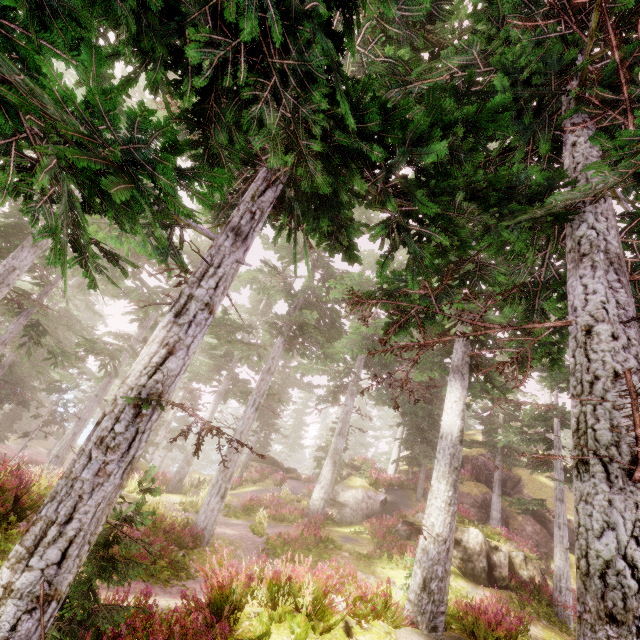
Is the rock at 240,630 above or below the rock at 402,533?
below

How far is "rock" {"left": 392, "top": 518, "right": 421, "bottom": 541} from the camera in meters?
16.5 m

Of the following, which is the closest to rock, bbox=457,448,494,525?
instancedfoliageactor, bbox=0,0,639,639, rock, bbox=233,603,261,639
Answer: instancedfoliageactor, bbox=0,0,639,639

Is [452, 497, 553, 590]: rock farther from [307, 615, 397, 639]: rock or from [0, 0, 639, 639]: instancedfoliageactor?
[307, 615, 397, 639]: rock

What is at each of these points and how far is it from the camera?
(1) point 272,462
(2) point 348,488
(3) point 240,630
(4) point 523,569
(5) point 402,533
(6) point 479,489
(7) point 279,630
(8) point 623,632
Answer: (1) rock, 31.44m
(2) rock, 21.70m
(3) rock, 6.21m
(4) rock, 14.98m
(5) rock, 17.06m
(6) rock, 23.69m
(7) rock, 6.20m
(8) instancedfoliageactor, 2.18m

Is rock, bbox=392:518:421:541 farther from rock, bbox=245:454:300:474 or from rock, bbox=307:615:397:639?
rock, bbox=307:615:397:639

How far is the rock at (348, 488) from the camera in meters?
20.0 m
